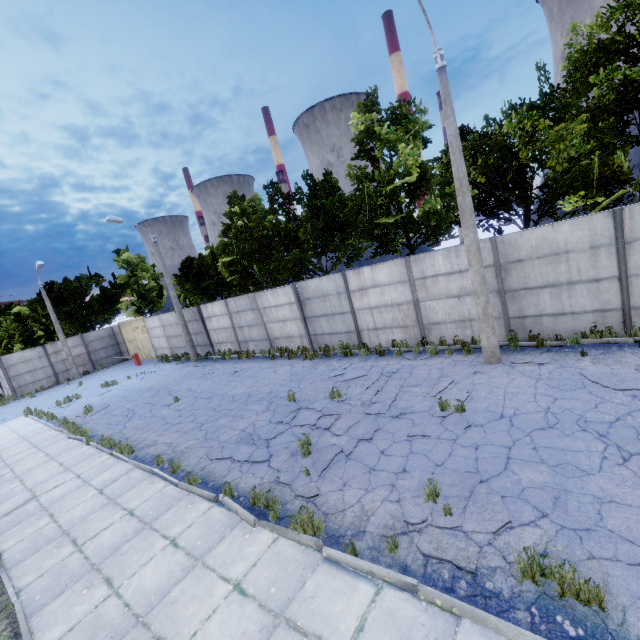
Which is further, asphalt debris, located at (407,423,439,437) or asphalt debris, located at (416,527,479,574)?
asphalt debris, located at (407,423,439,437)

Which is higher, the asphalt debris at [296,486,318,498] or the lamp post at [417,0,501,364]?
the lamp post at [417,0,501,364]

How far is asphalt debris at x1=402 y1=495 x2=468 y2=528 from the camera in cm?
492

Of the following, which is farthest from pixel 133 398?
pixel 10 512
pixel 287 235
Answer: pixel 287 235

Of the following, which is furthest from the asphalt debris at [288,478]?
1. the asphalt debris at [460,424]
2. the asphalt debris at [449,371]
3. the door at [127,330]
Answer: the door at [127,330]

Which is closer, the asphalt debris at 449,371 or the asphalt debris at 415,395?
the asphalt debris at 415,395

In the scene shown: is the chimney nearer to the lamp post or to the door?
the lamp post

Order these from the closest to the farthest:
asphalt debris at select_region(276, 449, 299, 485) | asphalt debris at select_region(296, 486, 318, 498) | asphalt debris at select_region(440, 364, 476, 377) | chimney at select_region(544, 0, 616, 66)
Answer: asphalt debris at select_region(296, 486, 318, 498) → asphalt debris at select_region(276, 449, 299, 485) → asphalt debris at select_region(440, 364, 476, 377) → chimney at select_region(544, 0, 616, 66)
